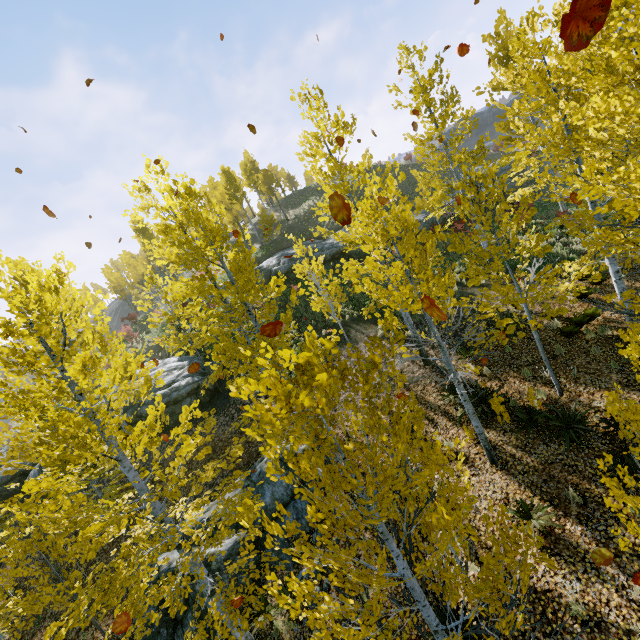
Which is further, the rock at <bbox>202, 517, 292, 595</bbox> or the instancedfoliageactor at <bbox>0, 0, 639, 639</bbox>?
the rock at <bbox>202, 517, 292, 595</bbox>

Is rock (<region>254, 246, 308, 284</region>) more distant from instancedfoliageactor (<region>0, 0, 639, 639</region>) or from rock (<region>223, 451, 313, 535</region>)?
rock (<region>223, 451, 313, 535</region>)

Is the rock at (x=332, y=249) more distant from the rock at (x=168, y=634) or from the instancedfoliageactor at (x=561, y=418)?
the rock at (x=168, y=634)

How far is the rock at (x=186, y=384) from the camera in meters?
15.7 m

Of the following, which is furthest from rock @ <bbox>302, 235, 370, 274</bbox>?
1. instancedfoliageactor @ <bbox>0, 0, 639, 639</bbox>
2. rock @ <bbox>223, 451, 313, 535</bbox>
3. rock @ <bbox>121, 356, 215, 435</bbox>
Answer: rock @ <bbox>223, 451, 313, 535</bbox>

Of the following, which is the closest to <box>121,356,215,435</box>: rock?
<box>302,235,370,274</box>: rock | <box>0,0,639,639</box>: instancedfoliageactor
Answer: <box>0,0,639,639</box>: instancedfoliageactor

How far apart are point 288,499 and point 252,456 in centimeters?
280cm

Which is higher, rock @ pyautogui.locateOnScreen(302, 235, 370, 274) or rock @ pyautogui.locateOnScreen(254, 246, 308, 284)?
rock @ pyautogui.locateOnScreen(254, 246, 308, 284)
